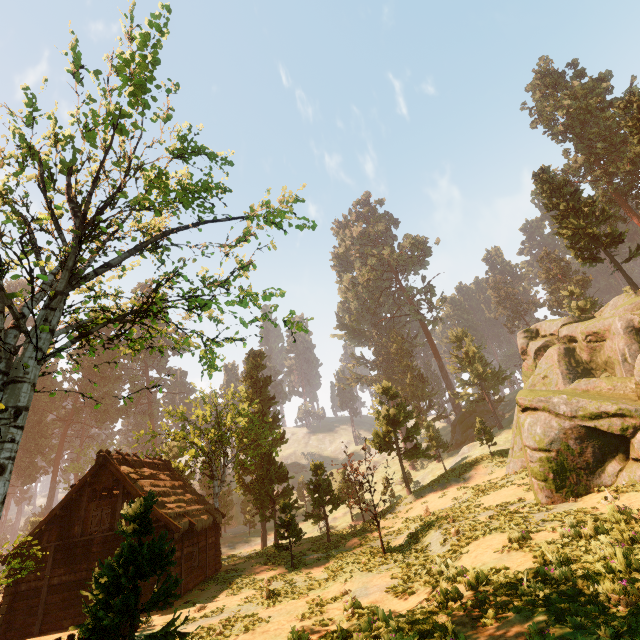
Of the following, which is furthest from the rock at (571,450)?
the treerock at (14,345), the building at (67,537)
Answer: the building at (67,537)

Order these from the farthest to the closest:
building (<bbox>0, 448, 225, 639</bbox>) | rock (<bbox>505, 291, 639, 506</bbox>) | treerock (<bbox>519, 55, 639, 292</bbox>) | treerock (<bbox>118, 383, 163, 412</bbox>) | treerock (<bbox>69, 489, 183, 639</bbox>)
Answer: treerock (<bbox>519, 55, 639, 292</bbox>) → building (<bbox>0, 448, 225, 639</bbox>) → rock (<bbox>505, 291, 639, 506</bbox>) → treerock (<bbox>118, 383, 163, 412</bbox>) → treerock (<bbox>69, 489, 183, 639</bbox>)

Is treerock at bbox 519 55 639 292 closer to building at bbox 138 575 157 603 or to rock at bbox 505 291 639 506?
building at bbox 138 575 157 603

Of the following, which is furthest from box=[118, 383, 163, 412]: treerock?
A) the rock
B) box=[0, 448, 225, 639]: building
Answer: the rock

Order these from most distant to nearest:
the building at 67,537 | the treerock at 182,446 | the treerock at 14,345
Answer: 1. the treerock at 182,446
2. the building at 67,537
3. the treerock at 14,345

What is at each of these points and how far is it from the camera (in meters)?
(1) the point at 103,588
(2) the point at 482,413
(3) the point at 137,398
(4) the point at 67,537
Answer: (1) treerock, 6.07
(2) treerock, 54.69
(3) treerock, 59.75
(4) building, 17.59

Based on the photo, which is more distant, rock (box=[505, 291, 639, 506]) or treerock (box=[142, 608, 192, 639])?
rock (box=[505, 291, 639, 506])

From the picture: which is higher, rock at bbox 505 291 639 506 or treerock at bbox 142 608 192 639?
rock at bbox 505 291 639 506
